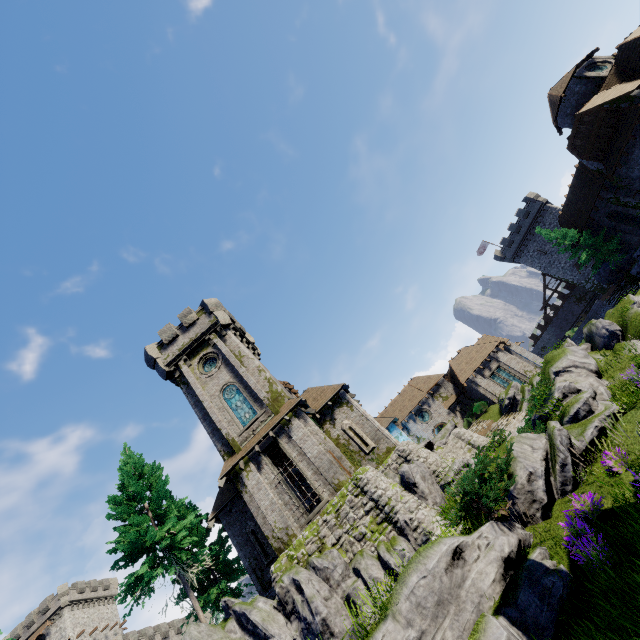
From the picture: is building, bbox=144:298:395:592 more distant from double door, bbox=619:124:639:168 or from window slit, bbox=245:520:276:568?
double door, bbox=619:124:639:168

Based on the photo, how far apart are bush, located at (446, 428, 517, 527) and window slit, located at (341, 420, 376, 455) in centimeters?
1153cm

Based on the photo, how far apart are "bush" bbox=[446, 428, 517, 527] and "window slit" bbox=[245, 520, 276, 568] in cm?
1490

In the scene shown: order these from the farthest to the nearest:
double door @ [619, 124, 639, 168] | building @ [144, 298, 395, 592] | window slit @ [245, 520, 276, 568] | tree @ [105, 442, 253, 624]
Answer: double door @ [619, 124, 639, 168], window slit @ [245, 520, 276, 568], building @ [144, 298, 395, 592], tree @ [105, 442, 253, 624]

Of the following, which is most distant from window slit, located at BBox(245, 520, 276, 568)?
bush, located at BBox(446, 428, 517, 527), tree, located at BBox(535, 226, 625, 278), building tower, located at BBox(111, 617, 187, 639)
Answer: tree, located at BBox(535, 226, 625, 278)

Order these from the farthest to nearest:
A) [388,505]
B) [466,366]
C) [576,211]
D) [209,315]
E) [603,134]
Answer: Result: [466,366] → [576,211] → [209,315] → [603,134] → [388,505]

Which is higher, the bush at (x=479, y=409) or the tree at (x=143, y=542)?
the tree at (x=143, y=542)

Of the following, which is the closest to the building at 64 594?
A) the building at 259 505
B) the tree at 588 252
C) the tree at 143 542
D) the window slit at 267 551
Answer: the building at 259 505
